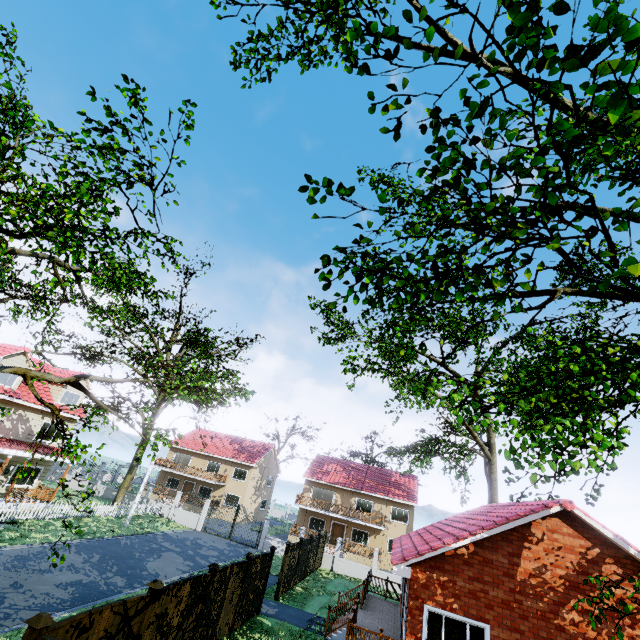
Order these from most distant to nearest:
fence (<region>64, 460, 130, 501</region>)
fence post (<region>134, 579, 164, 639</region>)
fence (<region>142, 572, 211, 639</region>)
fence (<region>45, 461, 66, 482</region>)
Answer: fence (<region>45, 461, 66, 482</region>), fence (<region>64, 460, 130, 501</region>), fence (<region>142, 572, 211, 639</region>), fence post (<region>134, 579, 164, 639</region>)

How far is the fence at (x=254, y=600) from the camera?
13.1 meters

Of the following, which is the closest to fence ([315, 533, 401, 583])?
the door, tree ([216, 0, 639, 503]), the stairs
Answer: tree ([216, 0, 639, 503])

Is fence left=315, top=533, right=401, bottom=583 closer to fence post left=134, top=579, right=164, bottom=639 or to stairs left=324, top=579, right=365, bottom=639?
fence post left=134, top=579, right=164, bottom=639

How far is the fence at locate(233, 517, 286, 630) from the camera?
13.1m

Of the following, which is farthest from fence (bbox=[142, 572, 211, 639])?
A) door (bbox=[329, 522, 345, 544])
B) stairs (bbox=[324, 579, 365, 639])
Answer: door (bbox=[329, 522, 345, 544])

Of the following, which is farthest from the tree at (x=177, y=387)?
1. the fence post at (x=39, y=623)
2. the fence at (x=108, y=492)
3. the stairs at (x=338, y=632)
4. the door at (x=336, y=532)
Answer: the door at (x=336, y=532)

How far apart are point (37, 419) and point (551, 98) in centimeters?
3377cm
